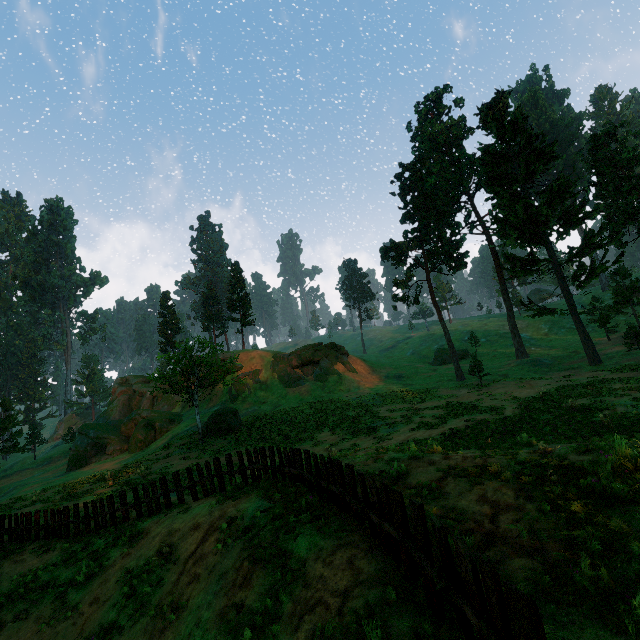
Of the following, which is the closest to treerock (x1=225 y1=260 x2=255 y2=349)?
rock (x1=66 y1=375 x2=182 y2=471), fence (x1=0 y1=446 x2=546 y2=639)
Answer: rock (x1=66 y1=375 x2=182 y2=471)

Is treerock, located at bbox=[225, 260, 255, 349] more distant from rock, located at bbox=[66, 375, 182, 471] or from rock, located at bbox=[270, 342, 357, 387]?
rock, located at bbox=[270, 342, 357, 387]

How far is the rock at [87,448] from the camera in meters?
38.7

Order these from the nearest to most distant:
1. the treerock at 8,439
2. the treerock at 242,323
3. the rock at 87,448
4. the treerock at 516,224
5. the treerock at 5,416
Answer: the treerock at 516,224, the rock at 87,448, the treerock at 5,416, the treerock at 8,439, the treerock at 242,323

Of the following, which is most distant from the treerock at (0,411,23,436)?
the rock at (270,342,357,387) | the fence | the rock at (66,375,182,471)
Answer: the rock at (270,342,357,387)

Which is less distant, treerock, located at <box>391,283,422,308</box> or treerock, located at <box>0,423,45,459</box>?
treerock, located at <box>391,283,422,308</box>

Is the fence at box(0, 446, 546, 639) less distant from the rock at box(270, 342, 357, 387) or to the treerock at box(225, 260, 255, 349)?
the treerock at box(225, 260, 255, 349)

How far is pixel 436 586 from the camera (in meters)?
4.14
